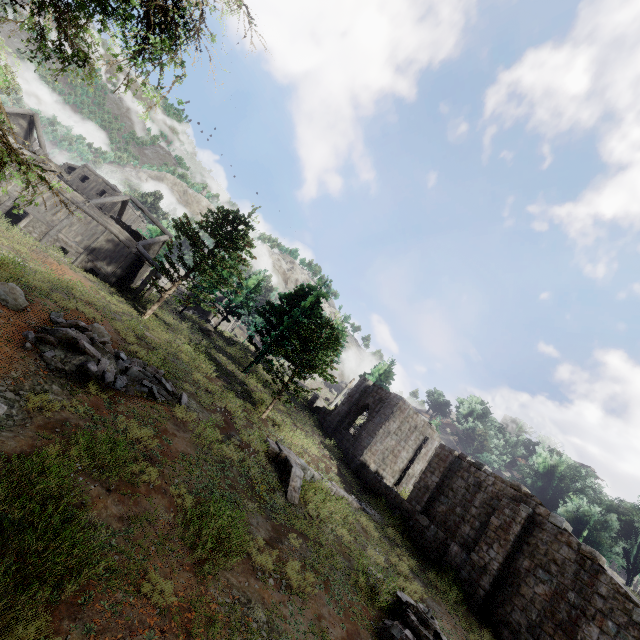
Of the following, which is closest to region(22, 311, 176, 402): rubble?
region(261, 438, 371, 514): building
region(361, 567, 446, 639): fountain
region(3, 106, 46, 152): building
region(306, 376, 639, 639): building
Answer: region(261, 438, 371, 514): building

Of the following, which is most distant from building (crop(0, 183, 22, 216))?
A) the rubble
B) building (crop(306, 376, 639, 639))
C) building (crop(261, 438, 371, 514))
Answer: building (crop(261, 438, 371, 514))

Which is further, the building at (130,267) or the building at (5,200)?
the building at (130,267)

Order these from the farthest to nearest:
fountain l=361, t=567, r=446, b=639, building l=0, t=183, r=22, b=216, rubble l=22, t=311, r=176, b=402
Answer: building l=0, t=183, r=22, b=216 < rubble l=22, t=311, r=176, b=402 < fountain l=361, t=567, r=446, b=639

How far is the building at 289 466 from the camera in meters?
14.0 m

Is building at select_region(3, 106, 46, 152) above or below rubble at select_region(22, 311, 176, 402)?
above

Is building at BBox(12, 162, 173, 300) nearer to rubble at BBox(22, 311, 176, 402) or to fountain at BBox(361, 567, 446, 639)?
rubble at BBox(22, 311, 176, 402)

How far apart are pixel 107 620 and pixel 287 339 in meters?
24.0
